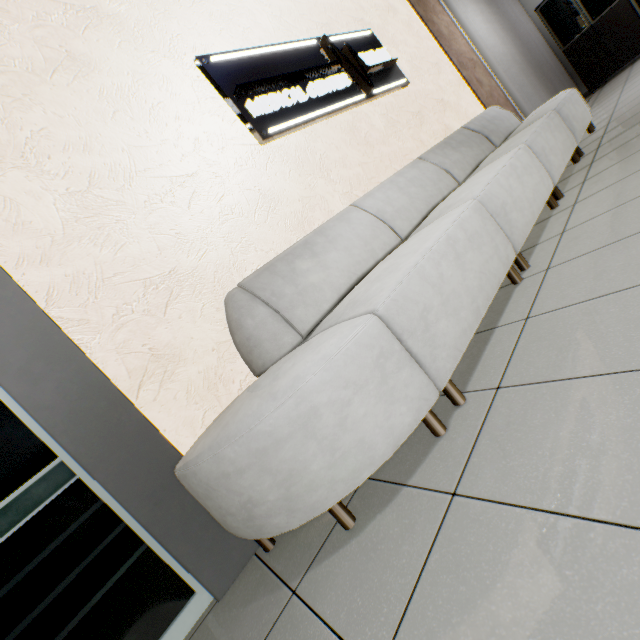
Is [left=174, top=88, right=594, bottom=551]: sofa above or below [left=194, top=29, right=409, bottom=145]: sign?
below

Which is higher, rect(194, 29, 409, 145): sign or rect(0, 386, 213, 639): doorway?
rect(194, 29, 409, 145): sign

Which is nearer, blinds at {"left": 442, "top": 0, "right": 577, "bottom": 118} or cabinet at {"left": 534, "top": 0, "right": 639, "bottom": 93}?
blinds at {"left": 442, "top": 0, "right": 577, "bottom": 118}

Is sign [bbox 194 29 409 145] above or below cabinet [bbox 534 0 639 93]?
above

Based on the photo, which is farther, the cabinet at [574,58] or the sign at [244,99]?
the cabinet at [574,58]

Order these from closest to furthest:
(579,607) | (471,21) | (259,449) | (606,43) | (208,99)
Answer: (579,607), (259,449), (208,99), (471,21), (606,43)

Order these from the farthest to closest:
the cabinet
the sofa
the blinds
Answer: the cabinet
the blinds
the sofa

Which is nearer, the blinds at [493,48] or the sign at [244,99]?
the sign at [244,99]
